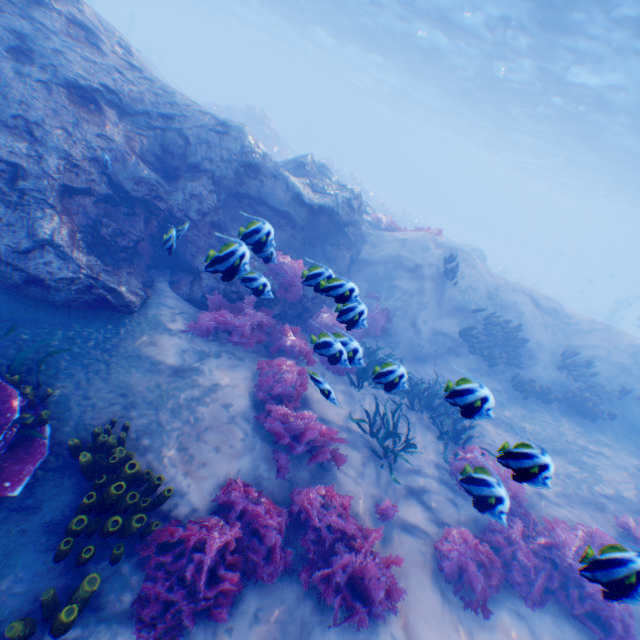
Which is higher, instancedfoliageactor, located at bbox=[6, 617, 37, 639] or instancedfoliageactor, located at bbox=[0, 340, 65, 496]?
instancedfoliageactor, located at bbox=[0, 340, 65, 496]

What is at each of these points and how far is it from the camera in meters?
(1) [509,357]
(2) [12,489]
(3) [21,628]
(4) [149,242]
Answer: (1) instancedfoliageactor, 11.8
(2) instancedfoliageactor, 3.3
(3) instancedfoliageactor, 2.9
(4) rock, 7.1

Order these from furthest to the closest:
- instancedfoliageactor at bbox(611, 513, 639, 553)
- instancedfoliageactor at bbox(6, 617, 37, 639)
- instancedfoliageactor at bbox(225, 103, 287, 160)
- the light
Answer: instancedfoliageactor at bbox(225, 103, 287, 160) → the light → instancedfoliageactor at bbox(611, 513, 639, 553) → instancedfoliageactor at bbox(6, 617, 37, 639)

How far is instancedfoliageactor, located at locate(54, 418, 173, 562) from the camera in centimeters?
A: 334cm

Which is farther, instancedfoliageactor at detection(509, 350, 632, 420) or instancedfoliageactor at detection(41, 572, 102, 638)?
instancedfoliageactor at detection(509, 350, 632, 420)

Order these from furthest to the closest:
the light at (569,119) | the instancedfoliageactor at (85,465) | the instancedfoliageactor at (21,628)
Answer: the light at (569,119), the instancedfoliageactor at (85,465), the instancedfoliageactor at (21,628)

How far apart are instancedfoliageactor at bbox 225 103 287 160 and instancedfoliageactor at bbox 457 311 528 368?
24.38m

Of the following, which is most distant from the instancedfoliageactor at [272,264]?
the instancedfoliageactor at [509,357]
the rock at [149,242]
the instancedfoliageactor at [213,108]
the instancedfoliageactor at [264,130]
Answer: the instancedfoliageactor at [264,130]
